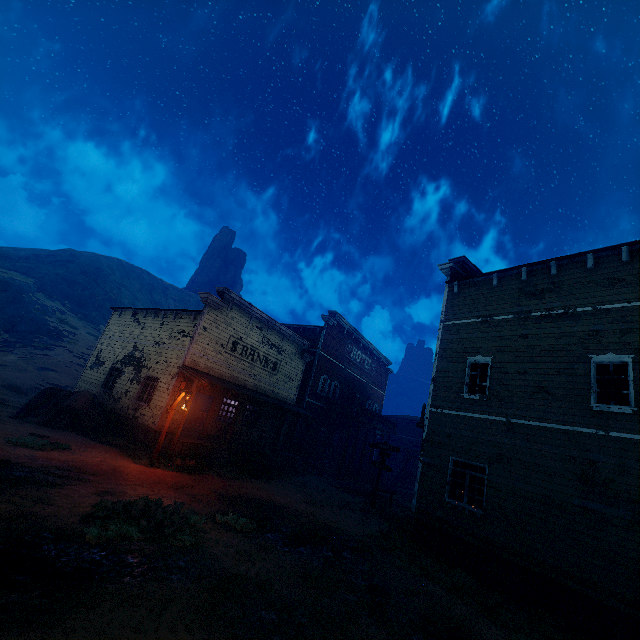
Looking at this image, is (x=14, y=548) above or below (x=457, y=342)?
below

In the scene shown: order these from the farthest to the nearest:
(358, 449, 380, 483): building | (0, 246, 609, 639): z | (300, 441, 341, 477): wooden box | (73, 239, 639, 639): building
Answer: (358, 449, 380, 483): building → (300, 441, 341, 477): wooden box → (73, 239, 639, 639): building → (0, 246, 609, 639): z

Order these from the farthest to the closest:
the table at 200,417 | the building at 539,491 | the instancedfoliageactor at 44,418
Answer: the table at 200,417
the instancedfoliageactor at 44,418
the building at 539,491

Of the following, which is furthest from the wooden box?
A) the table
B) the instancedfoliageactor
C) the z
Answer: the instancedfoliageactor

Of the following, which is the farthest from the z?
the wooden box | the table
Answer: the table

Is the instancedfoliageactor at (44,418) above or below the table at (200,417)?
below

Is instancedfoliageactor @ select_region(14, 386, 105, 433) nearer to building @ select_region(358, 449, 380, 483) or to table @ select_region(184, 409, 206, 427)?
building @ select_region(358, 449, 380, 483)

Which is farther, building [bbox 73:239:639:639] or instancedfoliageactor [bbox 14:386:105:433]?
instancedfoliageactor [bbox 14:386:105:433]
